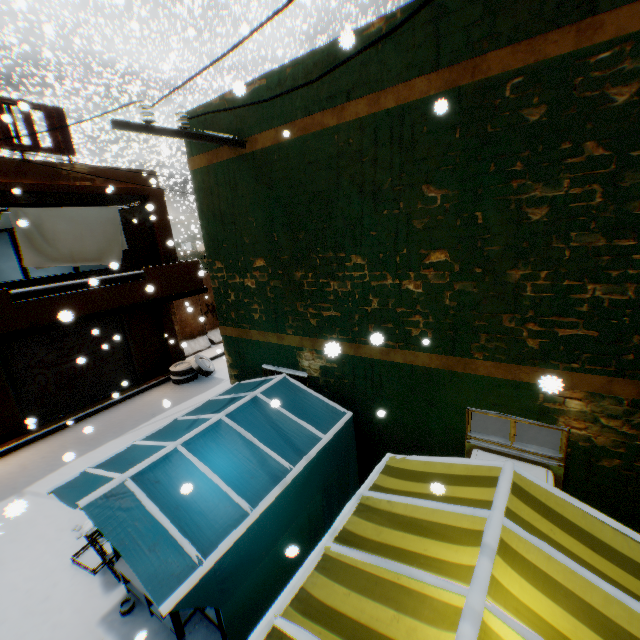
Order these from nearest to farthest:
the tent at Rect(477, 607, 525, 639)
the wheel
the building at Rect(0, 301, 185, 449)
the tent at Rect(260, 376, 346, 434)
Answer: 1. the tent at Rect(477, 607, 525, 639)
2. the tent at Rect(260, 376, 346, 434)
3. the building at Rect(0, 301, 185, 449)
4. the wheel

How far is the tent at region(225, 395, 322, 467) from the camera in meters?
4.2 m

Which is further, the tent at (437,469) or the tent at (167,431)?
the tent at (167,431)

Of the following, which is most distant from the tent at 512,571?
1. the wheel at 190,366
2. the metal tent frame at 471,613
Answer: the wheel at 190,366

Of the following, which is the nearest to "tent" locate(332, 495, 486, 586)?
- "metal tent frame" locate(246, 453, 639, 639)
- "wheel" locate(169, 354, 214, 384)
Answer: "metal tent frame" locate(246, 453, 639, 639)

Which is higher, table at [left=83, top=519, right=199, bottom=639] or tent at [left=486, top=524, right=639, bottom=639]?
tent at [left=486, top=524, right=639, bottom=639]

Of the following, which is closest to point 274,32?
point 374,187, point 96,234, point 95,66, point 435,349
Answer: point 95,66

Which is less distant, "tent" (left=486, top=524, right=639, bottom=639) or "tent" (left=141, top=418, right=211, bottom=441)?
"tent" (left=486, top=524, right=639, bottom=639)
